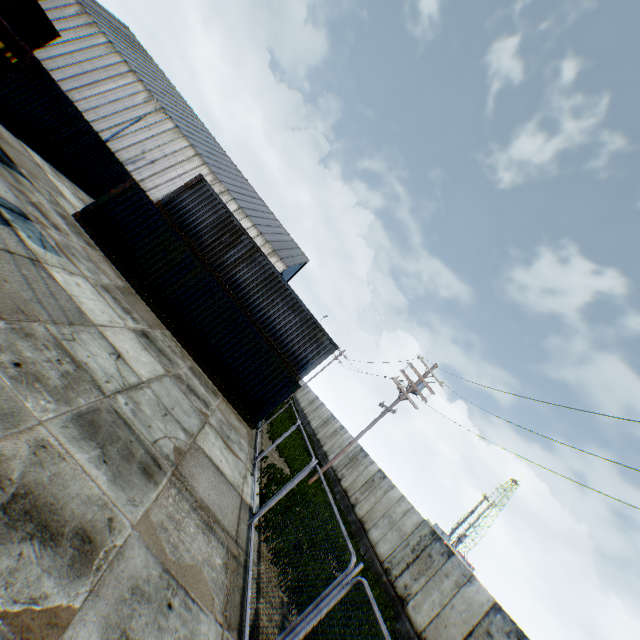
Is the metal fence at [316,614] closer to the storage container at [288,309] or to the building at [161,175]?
the storage container at [288,309]

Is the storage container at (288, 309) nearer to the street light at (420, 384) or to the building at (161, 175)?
the street light at (420, 384)

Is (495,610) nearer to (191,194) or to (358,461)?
(358,461)

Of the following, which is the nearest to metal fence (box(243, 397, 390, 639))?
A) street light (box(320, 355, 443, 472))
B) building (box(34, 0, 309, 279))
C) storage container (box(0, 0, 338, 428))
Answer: storage container (box(0, 0, 338, 428))

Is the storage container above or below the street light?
below

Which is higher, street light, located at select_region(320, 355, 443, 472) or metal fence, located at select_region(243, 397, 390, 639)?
street light, located at select_region(320, 355, 443, 472)

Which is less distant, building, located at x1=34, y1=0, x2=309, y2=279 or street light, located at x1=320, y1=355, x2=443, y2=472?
street light, located at x1=320, y1=355, x2=443, y2=472

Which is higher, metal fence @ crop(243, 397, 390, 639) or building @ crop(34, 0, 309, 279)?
building @ crop(34, 0, 309, 279)
